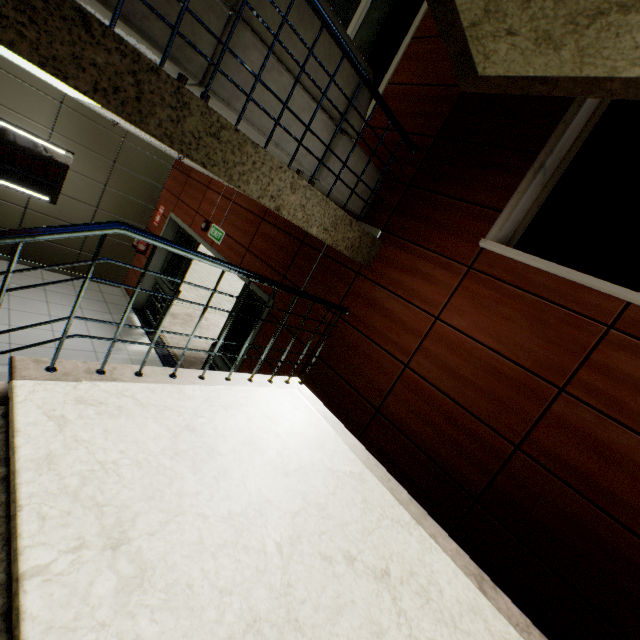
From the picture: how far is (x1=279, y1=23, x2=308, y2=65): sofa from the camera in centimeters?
212cm

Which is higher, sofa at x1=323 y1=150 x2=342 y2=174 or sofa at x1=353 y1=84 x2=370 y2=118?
sofa at x1=353 y1=84 x2=370 y2=118

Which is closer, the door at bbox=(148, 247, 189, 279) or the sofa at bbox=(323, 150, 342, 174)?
the sofa at bbox=(323, 150, 342, 174)

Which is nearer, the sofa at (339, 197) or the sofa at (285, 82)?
the sofa at (285, 82)

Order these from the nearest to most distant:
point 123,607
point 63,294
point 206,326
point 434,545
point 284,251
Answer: point 123,607 < point 434,545 < point 284,251 < point 63,294 < point 206,326

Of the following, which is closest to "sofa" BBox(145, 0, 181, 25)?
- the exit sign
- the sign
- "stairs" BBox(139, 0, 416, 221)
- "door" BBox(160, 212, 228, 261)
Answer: "stairs" BBox(139, 0, 416, 221)

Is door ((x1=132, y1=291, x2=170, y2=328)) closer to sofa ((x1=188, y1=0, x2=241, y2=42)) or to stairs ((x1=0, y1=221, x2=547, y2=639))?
stairs ((x1=0, y1=221, x2=547, y2=639))

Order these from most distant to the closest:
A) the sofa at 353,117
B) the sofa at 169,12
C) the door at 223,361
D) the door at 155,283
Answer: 1. the door at 155,283
2. the door at 223,361
3. the sofa at 353,117
4. the sofa at 169,12
